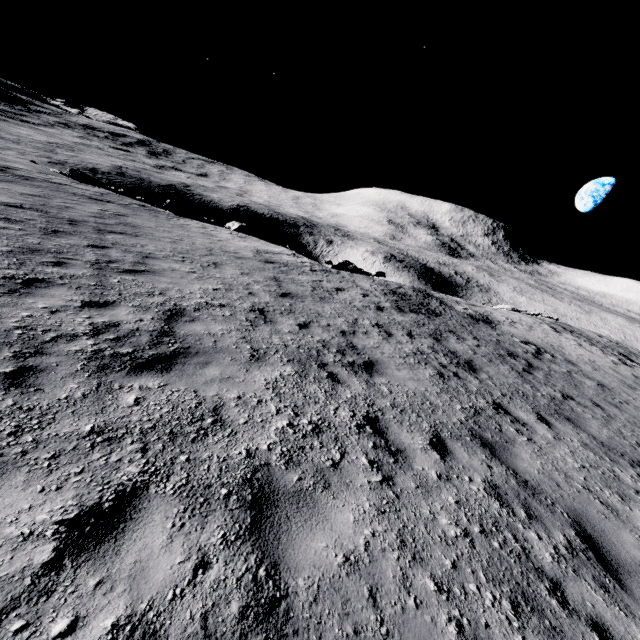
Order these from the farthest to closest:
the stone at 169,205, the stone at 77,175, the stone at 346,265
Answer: the stone at 346,265 < the stone at 77,175 < the stone at 169,205

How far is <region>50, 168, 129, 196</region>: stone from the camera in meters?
21.5 m

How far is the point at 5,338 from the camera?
3.6m

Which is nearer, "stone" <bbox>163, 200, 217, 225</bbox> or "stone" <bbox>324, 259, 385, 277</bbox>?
"stone" <bbox>163, 200, 217, 225</bbox>

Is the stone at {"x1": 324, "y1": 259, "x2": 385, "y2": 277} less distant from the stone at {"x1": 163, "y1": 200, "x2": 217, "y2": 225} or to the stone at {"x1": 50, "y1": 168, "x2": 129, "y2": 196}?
the stone at {"x1": 163, "y1": 200, "x2": 217, "y2": 225}

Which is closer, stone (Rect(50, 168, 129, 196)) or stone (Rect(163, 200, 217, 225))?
stone (Rect(163, 200, 217, 225))

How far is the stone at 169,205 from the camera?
20.8m

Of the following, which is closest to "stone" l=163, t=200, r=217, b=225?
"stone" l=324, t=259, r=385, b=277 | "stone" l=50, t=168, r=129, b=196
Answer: "stone" l=50, t=168, r=129, b=196
